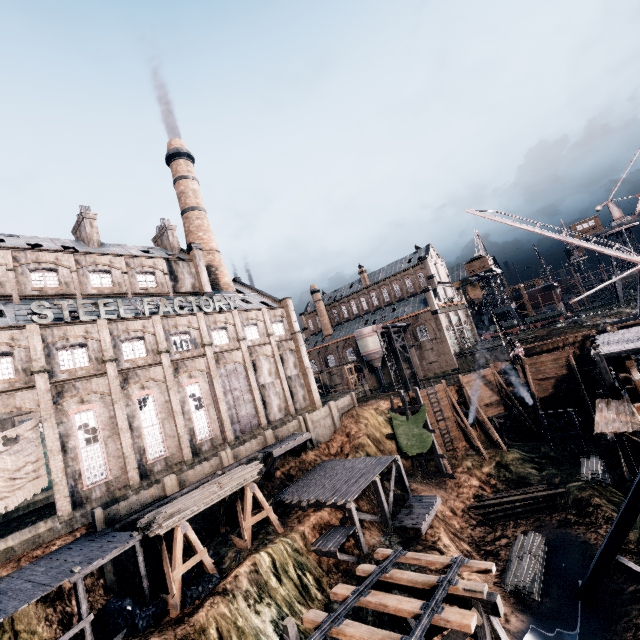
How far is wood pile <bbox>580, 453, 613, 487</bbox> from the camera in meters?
28.6

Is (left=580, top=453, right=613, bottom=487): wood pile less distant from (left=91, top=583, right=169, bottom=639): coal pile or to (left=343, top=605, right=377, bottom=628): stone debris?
(left=343, top=605, right=377, bottom=628): stone debris

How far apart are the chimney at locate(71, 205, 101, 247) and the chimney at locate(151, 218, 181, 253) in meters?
7.6

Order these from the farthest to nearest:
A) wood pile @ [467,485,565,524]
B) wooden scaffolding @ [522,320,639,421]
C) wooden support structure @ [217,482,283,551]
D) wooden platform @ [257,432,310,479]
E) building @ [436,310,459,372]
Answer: building @ [436,310,459,372], wood pile @ [467,485,565,524], wooden platform @ [257,432,310,479], wooden support structure @ [217,482,283,551], wooden scaffolding @ [522,320,639,421]

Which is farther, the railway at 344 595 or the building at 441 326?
the building at 441 326

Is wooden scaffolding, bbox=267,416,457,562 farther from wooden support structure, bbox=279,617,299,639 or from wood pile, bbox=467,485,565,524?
wooden support structure, bbox=279,617,299,639

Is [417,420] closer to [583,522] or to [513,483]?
[513,483]

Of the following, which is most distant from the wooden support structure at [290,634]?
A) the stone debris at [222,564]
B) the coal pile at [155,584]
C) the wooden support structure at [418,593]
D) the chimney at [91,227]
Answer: the chimney at [91,227]
